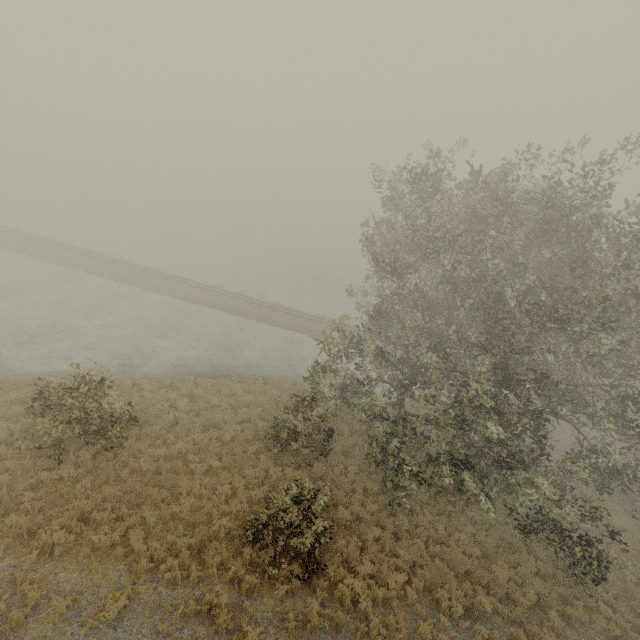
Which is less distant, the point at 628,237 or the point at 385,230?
the point at 628,237
